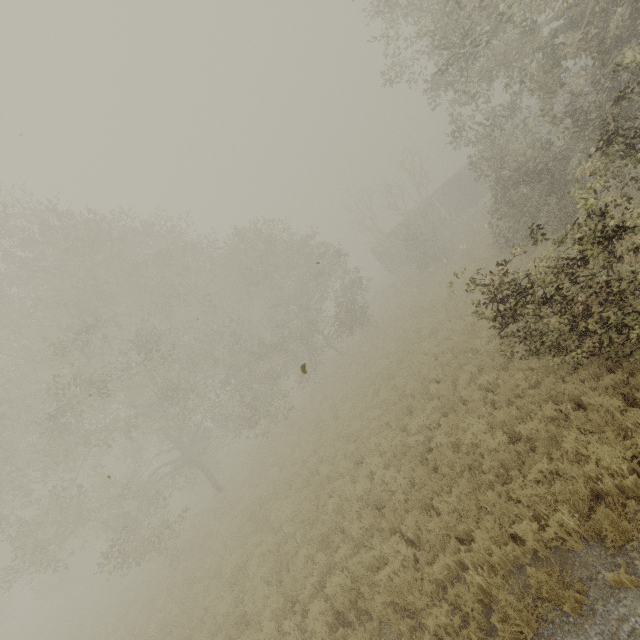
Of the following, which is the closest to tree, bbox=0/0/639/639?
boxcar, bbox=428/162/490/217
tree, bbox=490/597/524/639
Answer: boxcar, bbox=428/162/490/217

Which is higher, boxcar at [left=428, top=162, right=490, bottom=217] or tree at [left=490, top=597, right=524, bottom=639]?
boxcar at [left=428, top=162, right=490, bottom=217]

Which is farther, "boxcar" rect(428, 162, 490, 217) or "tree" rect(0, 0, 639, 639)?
"boxcar" rect(428, 162, 490, 217)

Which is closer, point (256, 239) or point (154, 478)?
point (154, 478)

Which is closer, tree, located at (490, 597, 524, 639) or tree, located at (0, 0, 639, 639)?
tree, located at (490, 597, 524, 639)

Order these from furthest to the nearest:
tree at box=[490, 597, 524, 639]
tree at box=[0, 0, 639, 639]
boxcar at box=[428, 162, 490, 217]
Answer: boxcar at box=[428, 162, 490, 217], tree at box=[0, 0, 639, 639], tree at box=[490, 597, 524, 639]

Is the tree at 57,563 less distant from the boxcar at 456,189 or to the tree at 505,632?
the boxcar at 456,189

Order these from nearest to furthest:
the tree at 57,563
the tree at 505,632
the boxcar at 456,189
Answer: the tree at 505,632 → the tree at 57,563 → the boxcar at 456,189
